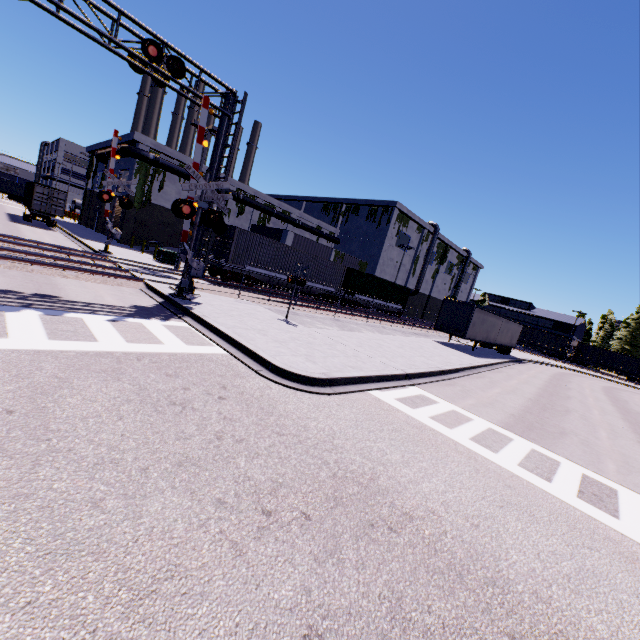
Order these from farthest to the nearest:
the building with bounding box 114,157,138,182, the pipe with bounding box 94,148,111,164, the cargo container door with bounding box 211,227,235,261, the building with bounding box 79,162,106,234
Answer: the building with bounding box 79,162,106,234
the pipe with bounding box 94,148,111,164
the building with bounding box 114,157,138,182
the cargo container door with bounding box 211,227,235,261

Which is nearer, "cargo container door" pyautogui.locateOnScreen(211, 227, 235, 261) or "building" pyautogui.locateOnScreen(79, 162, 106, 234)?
"cargo container door" pyautogui.locateOnScreen(211, 227, 235, 261)

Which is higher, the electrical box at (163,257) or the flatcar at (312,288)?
the flatcar at (312,288)

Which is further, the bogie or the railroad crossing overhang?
the bogie

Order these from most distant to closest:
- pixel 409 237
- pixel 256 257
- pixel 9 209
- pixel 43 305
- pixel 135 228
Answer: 1. pixel 409 237
2. pixel 9 209
3. pixel 135 228
4. pixel 256 257
5. pixel 43 305

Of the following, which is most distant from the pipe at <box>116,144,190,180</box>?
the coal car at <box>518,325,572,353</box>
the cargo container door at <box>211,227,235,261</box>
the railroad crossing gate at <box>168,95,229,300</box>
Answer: the railroad crossing gate at <box>168,95,229,300</box>

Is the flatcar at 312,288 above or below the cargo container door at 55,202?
below

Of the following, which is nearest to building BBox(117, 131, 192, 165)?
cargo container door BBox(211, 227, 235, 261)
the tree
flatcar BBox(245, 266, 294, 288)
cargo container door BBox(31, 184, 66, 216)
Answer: the tree
